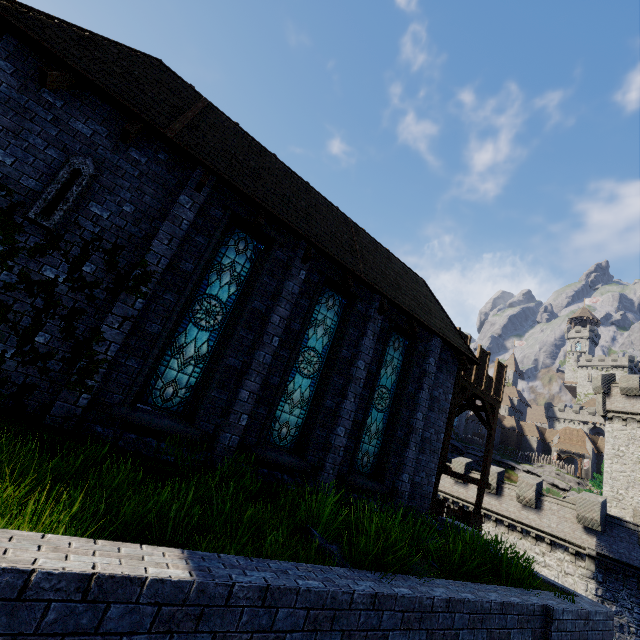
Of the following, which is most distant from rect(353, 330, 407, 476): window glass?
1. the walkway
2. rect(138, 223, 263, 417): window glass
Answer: rect(138, 223, 263, 417): window glass

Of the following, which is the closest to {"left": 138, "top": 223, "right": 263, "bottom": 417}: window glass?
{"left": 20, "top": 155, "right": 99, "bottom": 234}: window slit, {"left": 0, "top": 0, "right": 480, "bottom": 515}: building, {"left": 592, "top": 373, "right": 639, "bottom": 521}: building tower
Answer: {"left": 0, "top": 0, "right": 480, "bottom": 515}: building

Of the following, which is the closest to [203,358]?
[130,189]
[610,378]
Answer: [130,189]

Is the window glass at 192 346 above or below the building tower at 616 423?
below

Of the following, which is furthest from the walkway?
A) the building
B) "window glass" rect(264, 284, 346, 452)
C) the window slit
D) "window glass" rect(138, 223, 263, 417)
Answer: the window slit

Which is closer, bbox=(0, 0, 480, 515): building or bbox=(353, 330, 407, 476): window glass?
bbox=(0, 0, 480, 515): building

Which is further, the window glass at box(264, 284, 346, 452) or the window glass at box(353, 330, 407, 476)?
the window glass at box(353, 330, 407, 476)

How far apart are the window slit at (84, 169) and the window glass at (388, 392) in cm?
847
